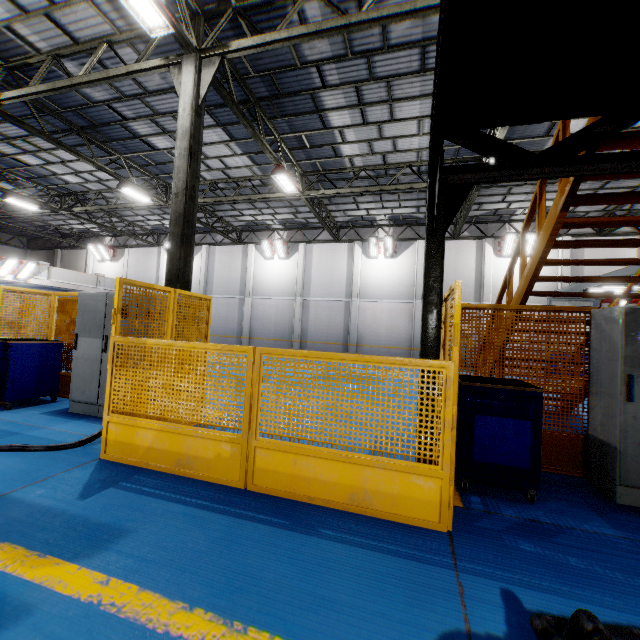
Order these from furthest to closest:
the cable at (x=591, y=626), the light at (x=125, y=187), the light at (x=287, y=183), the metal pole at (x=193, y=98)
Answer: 1. the light at (x=125, y=187)
2. the light at (x=287, y=183)
3. the metal pole at (x=193, y=98)
4. the cable at (x=591, y=626)

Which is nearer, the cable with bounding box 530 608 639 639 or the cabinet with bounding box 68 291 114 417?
the cable with bounding box 530 608 639 639

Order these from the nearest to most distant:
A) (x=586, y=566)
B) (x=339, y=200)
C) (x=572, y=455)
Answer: (x=586, y=566)
(x=572, y=455)
(x=339, y=200)

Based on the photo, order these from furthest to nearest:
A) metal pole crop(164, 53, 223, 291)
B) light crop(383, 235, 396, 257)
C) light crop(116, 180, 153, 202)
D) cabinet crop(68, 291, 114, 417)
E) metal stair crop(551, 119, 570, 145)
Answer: light crop(383, 235, 396, 257) < light crop(116, 180, 153, 202) < metal pole crop(164, 53, 223, 291) < cabinet crop(68, 291, 114, 417) < metal stair crop(551, 119, 570, 145)

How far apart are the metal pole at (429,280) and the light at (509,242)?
17.6 meters

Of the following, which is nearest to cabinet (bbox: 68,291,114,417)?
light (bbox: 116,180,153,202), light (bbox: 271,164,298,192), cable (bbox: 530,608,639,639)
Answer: cable (bbox: 530,608,639,639)

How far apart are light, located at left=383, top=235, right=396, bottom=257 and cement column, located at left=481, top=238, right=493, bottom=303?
5.1 meters

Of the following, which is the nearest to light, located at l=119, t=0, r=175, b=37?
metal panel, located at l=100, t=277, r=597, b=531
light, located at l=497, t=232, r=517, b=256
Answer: metal panel, located at l=100, t=277, r=597, b=531
